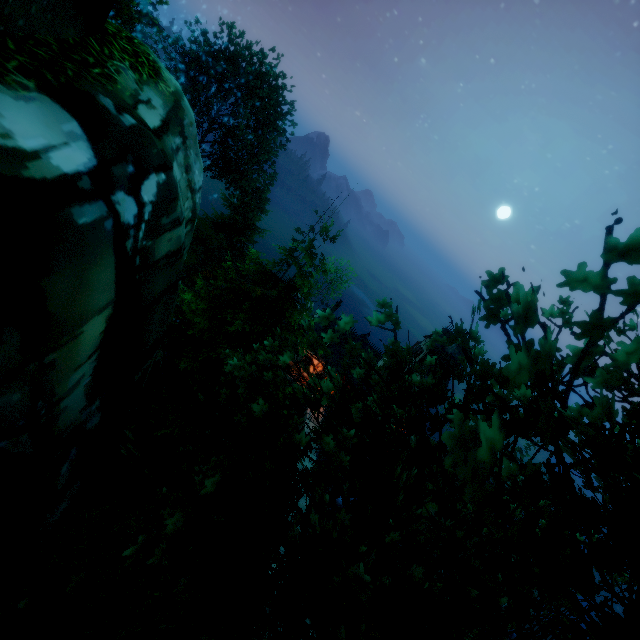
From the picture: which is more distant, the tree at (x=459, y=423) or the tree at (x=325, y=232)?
the tree at (x=325, y=232)

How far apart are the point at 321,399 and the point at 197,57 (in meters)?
39.67

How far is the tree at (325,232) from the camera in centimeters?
894cm

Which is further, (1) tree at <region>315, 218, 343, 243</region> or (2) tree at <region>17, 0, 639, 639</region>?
(1) tree at <region>315, 218, 343, 243</region>

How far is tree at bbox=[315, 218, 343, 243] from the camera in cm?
894
